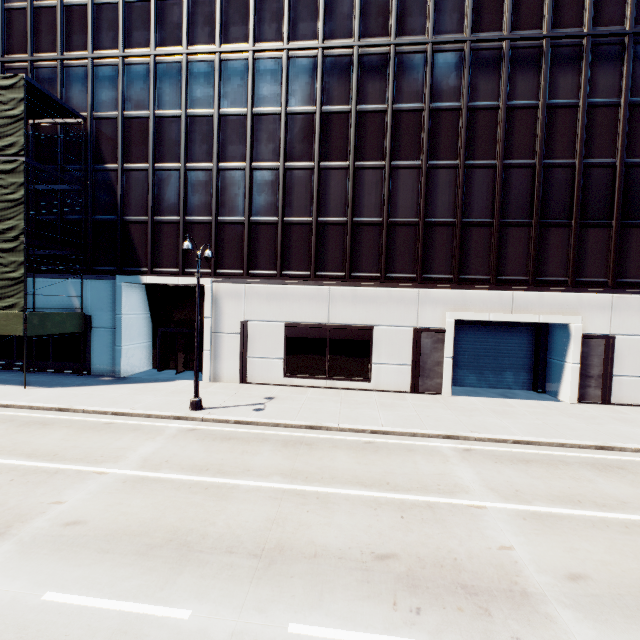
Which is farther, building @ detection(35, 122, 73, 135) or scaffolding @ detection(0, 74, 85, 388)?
building @ detection(35, 122, 73, 135)

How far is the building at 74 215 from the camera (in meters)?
19.89

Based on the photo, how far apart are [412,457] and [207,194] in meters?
17.6

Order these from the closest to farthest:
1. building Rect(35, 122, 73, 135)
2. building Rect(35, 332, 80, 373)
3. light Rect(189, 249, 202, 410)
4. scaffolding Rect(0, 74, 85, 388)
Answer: light Rect(189, 249, 202, 410) < scaffolding Rect(0, 74, 85, 388) < building Rect(35, 122, 73, 135) < building Rect(35, 332, 80, 373)

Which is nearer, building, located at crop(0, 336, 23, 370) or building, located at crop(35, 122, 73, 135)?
building, located at crop(35, 122, 73, 135)

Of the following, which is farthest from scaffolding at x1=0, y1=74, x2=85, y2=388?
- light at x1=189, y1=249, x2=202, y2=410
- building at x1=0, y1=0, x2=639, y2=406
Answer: light at x1=189, y1=249, x2=202, y2=410

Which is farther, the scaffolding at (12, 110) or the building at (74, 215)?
the building at (74, 215)
